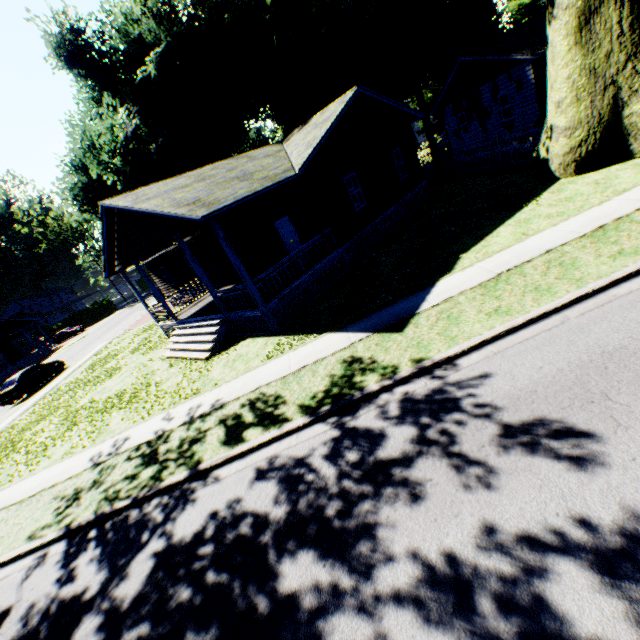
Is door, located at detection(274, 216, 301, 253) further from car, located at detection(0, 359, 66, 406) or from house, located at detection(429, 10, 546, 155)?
car, located at detection(0, 359, 66, 406)

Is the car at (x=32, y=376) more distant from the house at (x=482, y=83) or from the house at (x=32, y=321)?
the house at (x=482, y=83)

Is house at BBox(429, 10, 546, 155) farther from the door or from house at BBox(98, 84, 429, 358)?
the door

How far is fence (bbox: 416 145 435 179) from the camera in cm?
2624

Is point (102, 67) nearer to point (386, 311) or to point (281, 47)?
point (281, 47)

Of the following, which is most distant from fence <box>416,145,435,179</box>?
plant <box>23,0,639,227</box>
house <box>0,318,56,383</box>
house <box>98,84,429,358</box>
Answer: house <box>0,318,56,383</box>

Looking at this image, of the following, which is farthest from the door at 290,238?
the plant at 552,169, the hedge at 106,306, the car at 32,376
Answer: the hedge at 106,306

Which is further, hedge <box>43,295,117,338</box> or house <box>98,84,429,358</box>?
hedge <box>43,295,117,338</box>
